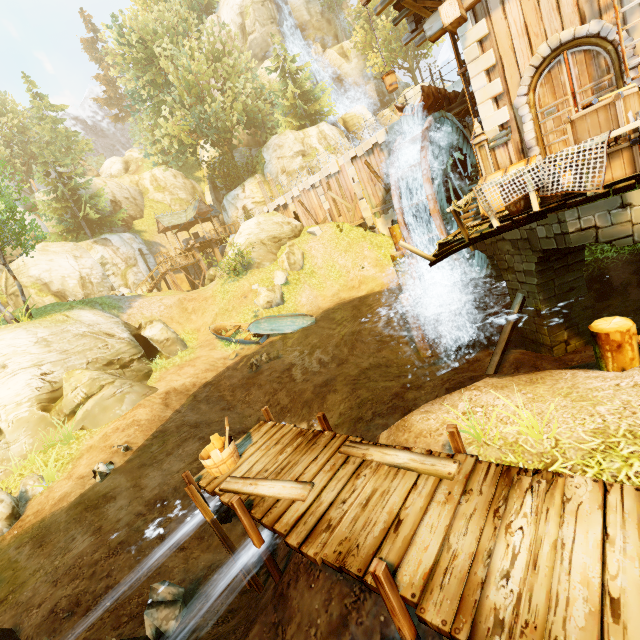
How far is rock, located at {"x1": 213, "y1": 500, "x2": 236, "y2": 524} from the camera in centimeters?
842cm

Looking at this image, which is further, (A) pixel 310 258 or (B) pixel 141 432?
(A) pixel 310 258

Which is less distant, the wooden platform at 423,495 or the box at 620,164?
the wooden platform at 423,495

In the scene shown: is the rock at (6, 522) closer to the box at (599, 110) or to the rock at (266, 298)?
the rock at (266, 298)

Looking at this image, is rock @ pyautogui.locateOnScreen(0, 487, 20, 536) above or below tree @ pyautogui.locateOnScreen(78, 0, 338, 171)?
below

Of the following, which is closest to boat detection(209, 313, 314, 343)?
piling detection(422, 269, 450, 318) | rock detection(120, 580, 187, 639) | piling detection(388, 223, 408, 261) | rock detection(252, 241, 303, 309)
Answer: rock detection(252, 241, 303, 309)

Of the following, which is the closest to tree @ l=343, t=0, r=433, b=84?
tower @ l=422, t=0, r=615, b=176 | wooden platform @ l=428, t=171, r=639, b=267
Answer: wooden platform @ l=428, t=171, r=639, b=267

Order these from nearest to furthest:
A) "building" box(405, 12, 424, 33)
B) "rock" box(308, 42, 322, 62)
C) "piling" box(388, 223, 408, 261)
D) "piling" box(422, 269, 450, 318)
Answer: "building" box(405, 12, 424, 33), "piling" box(388, 223, 408, 261), "piling" box(422, 269, 450, 318), "rock" box(308, 42, 322, 62)
